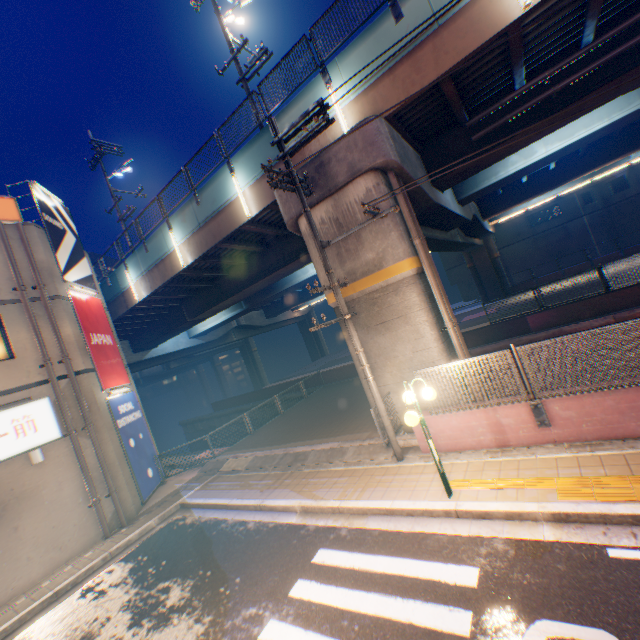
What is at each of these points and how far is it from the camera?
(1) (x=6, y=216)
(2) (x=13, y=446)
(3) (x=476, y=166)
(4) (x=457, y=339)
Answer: (1) sign, 11.6 meters
(2) sign, 9.9 meters
(3) overpass support, 12.4 meters
(4) pipe, 9.4 meters

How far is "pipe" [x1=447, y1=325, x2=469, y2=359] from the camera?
9.4 meters

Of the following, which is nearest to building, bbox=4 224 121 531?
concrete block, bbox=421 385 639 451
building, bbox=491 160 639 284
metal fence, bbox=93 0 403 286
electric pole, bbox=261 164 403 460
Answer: metal fence, bbox=93 0 403 286

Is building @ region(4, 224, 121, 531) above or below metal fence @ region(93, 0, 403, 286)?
below

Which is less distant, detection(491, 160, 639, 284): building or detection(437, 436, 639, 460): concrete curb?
detection(437, 436, 639, 460): concrete curb

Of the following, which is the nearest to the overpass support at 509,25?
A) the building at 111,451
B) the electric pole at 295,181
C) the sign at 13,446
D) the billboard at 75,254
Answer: the electric pole at 295,181

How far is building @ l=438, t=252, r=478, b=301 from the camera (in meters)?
46.78

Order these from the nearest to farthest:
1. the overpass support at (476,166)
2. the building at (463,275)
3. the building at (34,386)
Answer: the building at (34,386), the overpass support at (476,166), the building at (463,275)
